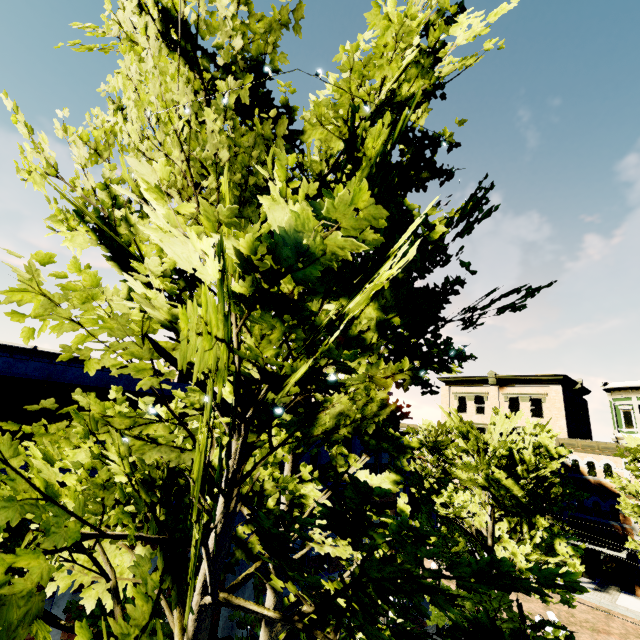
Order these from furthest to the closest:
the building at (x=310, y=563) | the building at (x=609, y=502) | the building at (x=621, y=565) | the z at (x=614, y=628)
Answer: the building at (x=609, y=502) → the building at (x=621, y=565) → the z at (x=614, y=628) → the building at (x=310, y=563)

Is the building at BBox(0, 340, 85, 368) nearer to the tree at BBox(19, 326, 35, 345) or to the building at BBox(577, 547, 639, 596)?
the building at BBox(577, 547, 639, 596)

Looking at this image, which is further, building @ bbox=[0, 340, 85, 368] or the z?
building @ bbox=[0, 340, 85, 368]

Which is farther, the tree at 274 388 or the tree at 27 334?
the tree at 27 334

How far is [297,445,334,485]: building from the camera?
10.8m

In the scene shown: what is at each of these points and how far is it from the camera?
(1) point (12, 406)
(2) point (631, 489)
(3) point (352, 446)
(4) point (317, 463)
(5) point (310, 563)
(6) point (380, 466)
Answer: (1) building, 6.6 meters
(2) tree, 20.2 meters
(3) building, 12.3 meters
(4) building, 11.3 meters
(5) building, 10.4 meters
(6) building, 13.4 meters

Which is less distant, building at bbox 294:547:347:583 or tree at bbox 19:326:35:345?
tree at bbox 19:326:35:345
